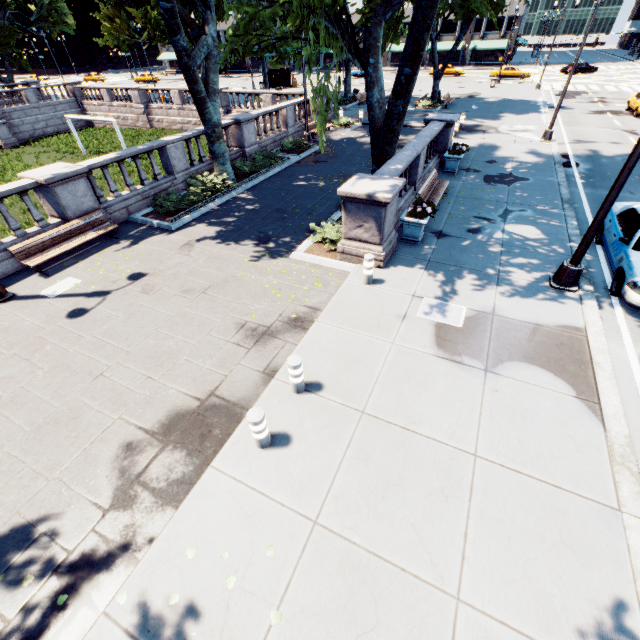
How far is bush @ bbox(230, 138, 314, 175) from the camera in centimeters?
1634cm

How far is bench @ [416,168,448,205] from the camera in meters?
11.6

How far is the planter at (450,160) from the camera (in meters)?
14.65

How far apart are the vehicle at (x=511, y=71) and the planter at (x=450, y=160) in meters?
44.2 m

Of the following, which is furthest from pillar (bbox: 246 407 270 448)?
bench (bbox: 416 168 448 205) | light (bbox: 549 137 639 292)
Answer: bench (bbox: 416 168 448 205)

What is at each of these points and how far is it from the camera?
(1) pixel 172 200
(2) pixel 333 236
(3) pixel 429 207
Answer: (1) bush, 13.1 meters
(2) bush, 10.2 meters
(3) plant, 9.5 meters

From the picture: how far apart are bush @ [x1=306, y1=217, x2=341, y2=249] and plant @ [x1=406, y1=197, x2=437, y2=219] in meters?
1.9

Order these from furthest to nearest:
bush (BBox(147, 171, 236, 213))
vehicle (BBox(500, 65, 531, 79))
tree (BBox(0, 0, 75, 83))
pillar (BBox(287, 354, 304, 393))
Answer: vehicle (BBox(500, 65, 531, 79))
tree (BBox(0, 0, 75, 83))
bush (BBox(147, 171, 236, 213))
pillar (BBox(287, 354, 304, 393))
